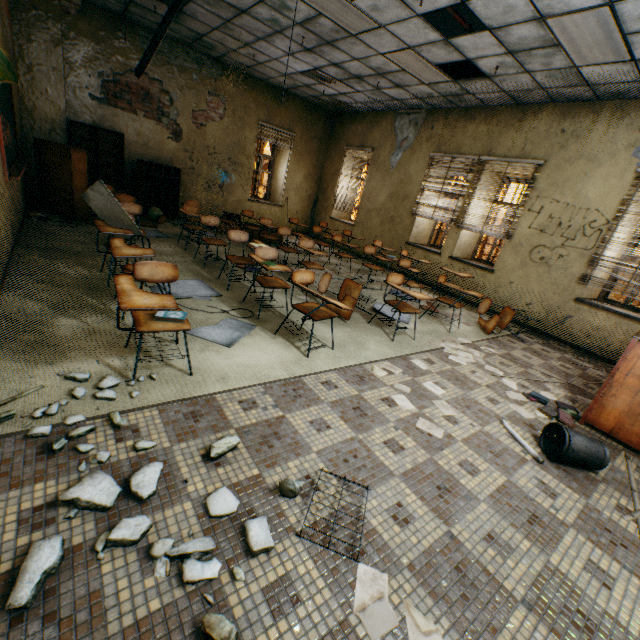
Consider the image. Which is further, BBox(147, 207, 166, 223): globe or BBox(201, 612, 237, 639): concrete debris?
BBox(147, 207, 166, 223): globe

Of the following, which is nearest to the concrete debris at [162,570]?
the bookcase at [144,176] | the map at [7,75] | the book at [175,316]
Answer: the book at [175,316]

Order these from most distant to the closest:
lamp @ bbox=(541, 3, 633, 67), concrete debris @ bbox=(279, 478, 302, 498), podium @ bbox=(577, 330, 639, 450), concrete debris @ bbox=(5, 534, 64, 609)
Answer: lamp @ bbox=(541, 3, 633, 67) → podium @ bbox=(577, 330, 639, 450) → concrete debris @ bbox=(279, 478, 302, 498) → concrete debris @ bbox=(5, 534, 64, 609)

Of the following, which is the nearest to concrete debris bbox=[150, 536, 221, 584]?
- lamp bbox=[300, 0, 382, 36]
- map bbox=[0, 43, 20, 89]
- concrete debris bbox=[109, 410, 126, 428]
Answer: concrete debris bbox=[109, 410, 126, 428]

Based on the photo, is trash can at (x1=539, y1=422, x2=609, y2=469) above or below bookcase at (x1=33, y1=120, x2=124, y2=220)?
below

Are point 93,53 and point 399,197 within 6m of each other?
no

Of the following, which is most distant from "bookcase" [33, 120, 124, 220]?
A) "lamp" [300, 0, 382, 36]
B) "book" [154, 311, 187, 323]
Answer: "book" [154, 311, 187, 323]

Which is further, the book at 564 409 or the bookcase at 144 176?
the bookcase at 144 176
